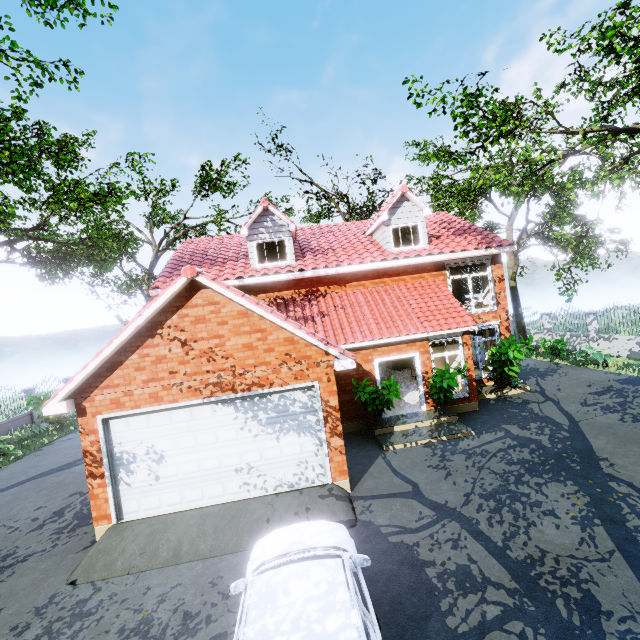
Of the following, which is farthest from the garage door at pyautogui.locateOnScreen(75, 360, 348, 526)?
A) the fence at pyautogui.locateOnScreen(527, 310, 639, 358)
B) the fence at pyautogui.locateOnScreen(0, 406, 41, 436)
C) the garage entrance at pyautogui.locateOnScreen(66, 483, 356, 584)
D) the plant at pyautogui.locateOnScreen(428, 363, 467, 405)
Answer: the fence at pyautogui.locateOnScreen(0, 406, 41, 436)

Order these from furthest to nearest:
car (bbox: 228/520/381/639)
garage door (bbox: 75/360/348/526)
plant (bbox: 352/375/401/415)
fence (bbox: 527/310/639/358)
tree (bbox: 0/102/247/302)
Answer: fence (bbox: 527/310/639/358) < tree (bbox: 0/102/247/302) < plant (bbox: 352/375/401/415) < garage door (bbox: 75/360/348/526) < car (bbox: 228/520/381/639)

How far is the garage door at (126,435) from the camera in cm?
741

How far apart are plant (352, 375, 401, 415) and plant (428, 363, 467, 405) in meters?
1.1 m

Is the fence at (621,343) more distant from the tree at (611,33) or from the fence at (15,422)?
the fence at (15,422)

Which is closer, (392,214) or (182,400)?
(182,400)

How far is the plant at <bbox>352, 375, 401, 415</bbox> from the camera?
10.6m

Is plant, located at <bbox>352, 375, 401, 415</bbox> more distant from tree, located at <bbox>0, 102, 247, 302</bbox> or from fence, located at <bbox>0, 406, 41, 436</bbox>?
fence, located at <bbox>0, 406, 41, 436</bbox>
